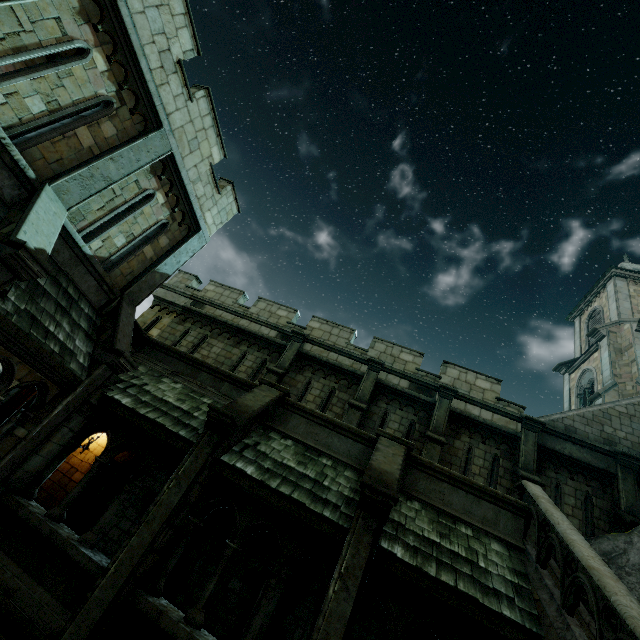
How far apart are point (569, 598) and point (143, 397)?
9.09m

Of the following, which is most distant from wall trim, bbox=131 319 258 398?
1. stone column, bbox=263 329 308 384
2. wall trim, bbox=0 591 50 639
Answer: wall trim, bbox=0 591 50 639

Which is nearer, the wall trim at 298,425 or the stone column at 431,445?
the wall trim at 298,425

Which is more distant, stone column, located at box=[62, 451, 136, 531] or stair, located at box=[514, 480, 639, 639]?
stone column, located at box=[62, 451, 136, 531]

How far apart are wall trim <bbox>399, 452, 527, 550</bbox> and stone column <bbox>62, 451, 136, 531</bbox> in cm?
819

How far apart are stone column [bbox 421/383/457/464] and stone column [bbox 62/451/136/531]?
8.7m

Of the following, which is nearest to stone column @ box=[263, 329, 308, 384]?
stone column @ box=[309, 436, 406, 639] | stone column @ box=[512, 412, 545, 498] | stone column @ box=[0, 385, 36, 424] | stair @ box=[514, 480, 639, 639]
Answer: stone column @ box=[309, 436, 406, 639]

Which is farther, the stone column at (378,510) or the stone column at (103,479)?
the stone column at (103,479)
